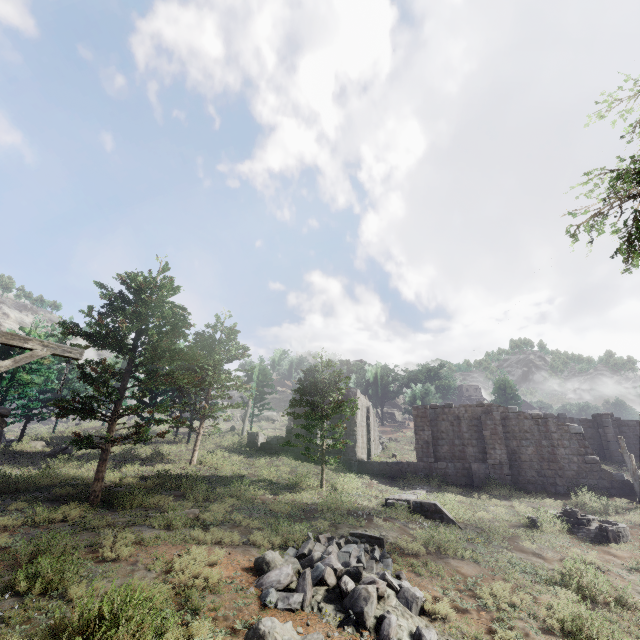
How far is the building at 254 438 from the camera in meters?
28.2

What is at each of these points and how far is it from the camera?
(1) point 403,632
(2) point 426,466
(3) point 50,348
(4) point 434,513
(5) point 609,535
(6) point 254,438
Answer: A:
(1) rubble, 6.39m
(2) building, 24.80m
(3) wooden lamp post, 5.68m
(4) building, 15.46m
(5) fountain, 13.84m
(6) building, 30.31m

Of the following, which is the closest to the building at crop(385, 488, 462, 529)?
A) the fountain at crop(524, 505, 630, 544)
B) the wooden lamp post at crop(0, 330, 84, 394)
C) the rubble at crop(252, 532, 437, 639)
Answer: the wooden lamp post at crop(0, 330, 84, 394)

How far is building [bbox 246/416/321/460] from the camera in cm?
2817

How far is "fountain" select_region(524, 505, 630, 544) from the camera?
13.9 meters

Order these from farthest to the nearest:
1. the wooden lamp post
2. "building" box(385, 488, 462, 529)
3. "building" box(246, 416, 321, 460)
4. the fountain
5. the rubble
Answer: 1. "building" box(246, 416, 321, 460)
2. "building" box(385, 488, 462, 529)
3. the fountain
4. the rubble
5. the wooden lamp post

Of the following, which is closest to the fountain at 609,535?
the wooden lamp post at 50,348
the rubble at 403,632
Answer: the rubble at 403,632
